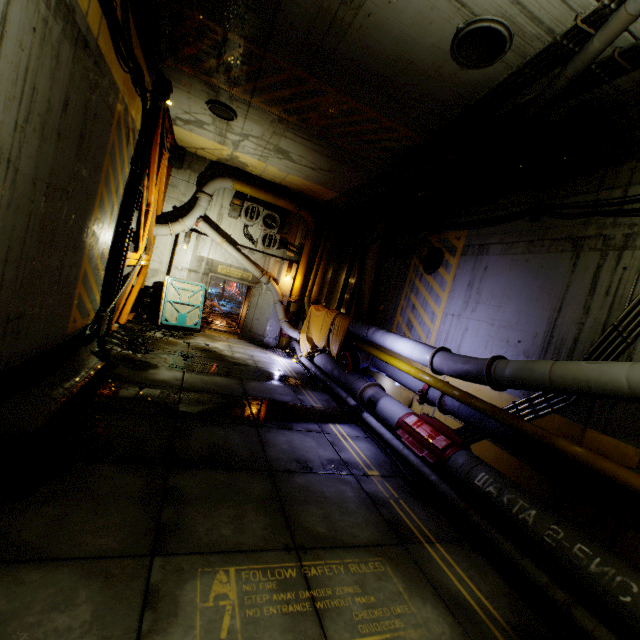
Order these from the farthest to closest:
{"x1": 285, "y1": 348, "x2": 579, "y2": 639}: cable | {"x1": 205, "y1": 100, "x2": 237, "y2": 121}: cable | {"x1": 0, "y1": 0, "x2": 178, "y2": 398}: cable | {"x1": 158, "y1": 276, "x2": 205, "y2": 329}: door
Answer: {"x1": 158, "y1": 276, "x2": 205, "y2": 329}: door
{"x1": 205, "y1": 100, "x2": 237, "y2": 121}: cable
{"x1": 0, "y1": 0, "x2": 178, "y2": 398}: cable
{"x1": 285, "y1": 348, "x2": 579, "y2": 639}: cable

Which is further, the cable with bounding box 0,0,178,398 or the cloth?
the cloth

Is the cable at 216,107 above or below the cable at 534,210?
above

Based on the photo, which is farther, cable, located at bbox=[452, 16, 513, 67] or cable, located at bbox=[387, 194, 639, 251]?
cable, located at bbox=[387, 194, 639, 251]

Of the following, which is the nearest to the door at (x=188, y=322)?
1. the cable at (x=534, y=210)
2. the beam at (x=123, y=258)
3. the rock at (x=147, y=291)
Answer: the rock at (x=147, y=291)

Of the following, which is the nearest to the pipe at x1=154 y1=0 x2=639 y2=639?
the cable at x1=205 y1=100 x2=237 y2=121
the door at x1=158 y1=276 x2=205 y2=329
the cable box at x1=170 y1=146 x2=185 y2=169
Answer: the cable box at x1=170 y1=146 x2=185 y2=169

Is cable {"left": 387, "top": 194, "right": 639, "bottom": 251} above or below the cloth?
above

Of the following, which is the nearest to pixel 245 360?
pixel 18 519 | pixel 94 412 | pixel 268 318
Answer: pixel 268 318
